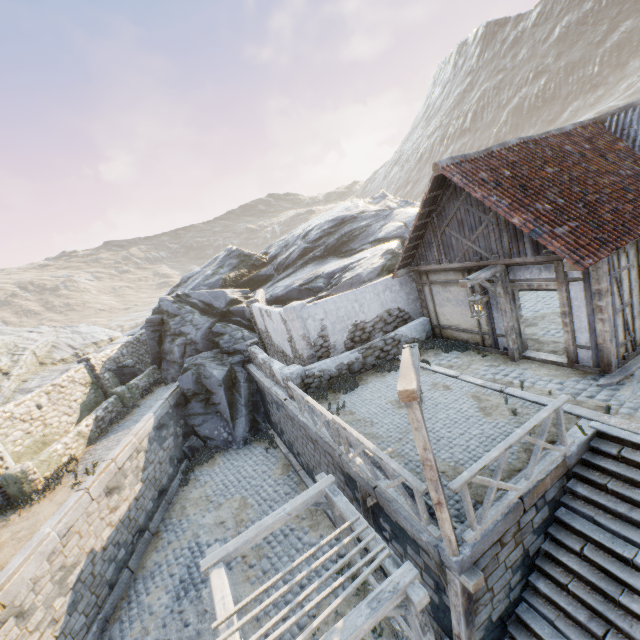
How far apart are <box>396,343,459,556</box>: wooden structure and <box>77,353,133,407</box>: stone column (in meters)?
16.13

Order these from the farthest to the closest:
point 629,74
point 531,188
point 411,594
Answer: point 629,74 < point 531,188 < point 411,594

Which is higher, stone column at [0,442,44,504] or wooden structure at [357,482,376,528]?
stone column at [0,442,44,504]

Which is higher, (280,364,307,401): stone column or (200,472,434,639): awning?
(280,364,307,401): stone column

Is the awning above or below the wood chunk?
below

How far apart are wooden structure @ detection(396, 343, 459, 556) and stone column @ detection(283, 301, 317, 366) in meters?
6.2 m

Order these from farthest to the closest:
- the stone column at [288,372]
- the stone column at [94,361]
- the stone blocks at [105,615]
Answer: the stone column at [94,361]
the stone column at [288,372]
the stone blocks at [105,615]

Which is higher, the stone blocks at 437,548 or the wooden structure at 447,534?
the wooden structure at 447,534
